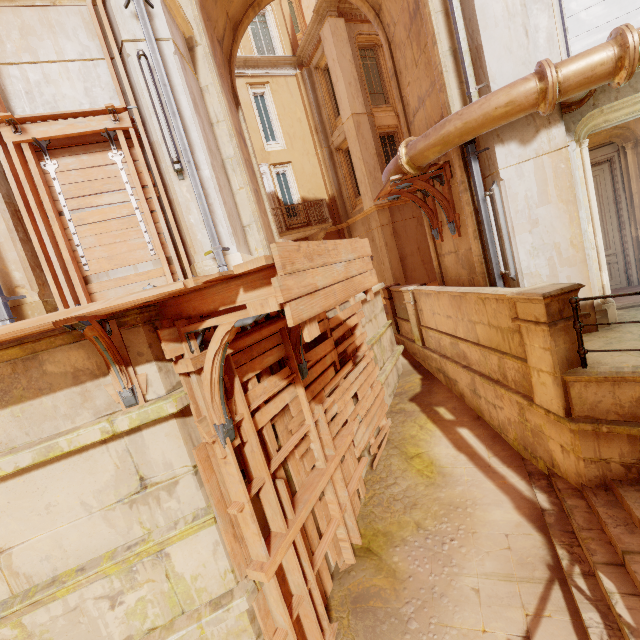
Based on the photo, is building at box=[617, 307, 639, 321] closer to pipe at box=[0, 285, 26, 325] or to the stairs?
the stairs

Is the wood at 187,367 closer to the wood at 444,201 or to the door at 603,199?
the wood at 444,201

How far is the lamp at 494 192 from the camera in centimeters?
571cm

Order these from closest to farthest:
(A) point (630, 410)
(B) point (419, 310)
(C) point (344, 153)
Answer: (A) point (630, 410) < (B) point (419, 310) < (C) point (344, 153)

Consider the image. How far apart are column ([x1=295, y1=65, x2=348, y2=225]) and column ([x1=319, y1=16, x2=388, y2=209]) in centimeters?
199cm

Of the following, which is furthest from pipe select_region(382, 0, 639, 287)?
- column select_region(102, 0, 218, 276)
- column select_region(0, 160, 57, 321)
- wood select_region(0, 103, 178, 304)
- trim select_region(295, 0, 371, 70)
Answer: trim select_region(295, 0, 371, 70)

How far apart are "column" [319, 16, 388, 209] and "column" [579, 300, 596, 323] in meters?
8.3 m

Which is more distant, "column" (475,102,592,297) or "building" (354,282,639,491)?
"column" (475,102,592,297)
